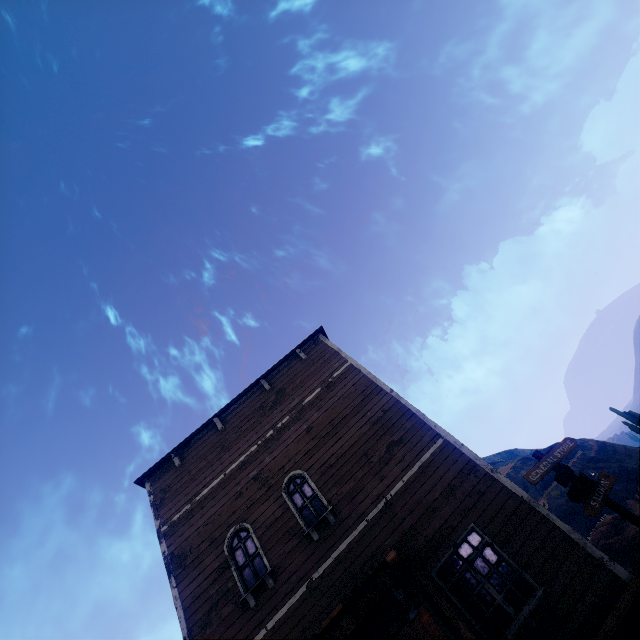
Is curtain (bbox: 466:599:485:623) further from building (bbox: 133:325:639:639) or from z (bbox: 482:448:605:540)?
z (bbox: 482:448:605:540)

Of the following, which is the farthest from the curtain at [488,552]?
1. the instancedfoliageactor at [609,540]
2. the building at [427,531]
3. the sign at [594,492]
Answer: the instancedfoliageactor at [609,540]

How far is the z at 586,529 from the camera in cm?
1914

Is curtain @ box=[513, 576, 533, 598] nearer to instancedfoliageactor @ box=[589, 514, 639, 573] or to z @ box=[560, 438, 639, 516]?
z @ box=[560, 438, 639, 516]

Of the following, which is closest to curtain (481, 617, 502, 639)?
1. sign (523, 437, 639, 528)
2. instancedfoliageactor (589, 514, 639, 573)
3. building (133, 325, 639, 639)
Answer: building (133, 325, 639, 639)

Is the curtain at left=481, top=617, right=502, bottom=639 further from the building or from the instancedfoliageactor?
the instancedfoliageactor

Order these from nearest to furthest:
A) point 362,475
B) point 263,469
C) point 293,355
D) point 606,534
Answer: point 362,475 < point 263,469 < point 606,534 < point 293,355

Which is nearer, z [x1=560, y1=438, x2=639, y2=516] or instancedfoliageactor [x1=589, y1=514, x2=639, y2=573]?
instancedfoliageactor [x1=589, y1=514, x2=639, y2=573]
